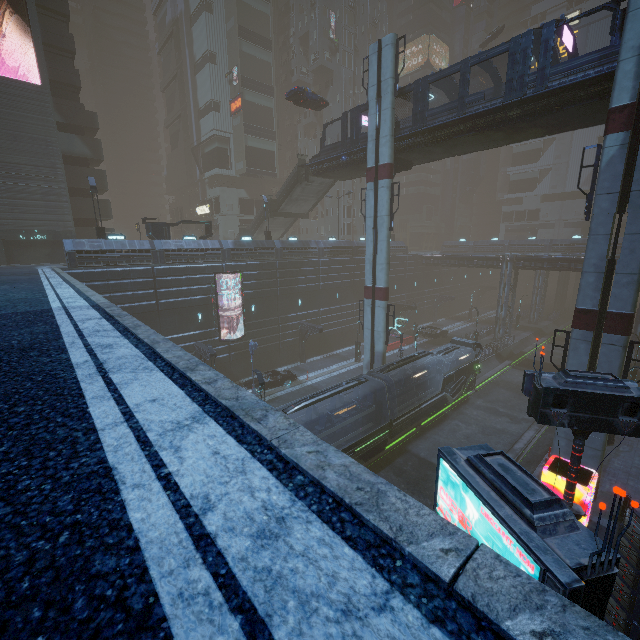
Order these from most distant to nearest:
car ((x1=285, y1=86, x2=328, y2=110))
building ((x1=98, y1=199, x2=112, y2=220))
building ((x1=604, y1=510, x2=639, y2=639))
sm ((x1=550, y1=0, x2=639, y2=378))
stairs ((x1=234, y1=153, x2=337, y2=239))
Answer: building ((x1=98, y1=199, x2=112, y2=220))
stairs ((x1=234, y1=153, x2=337, y2=239))
car ((x1=285, y1=86, x2=328, y2=110))
sm ((x1=550, y1=0, x2=639, y2=378))
building ((x1=604, y1=510, x2=639, y2=639))

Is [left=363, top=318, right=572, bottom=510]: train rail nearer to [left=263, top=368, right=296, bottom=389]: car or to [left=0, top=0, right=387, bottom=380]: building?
[left=0, top=0, right=387, bottom=380]: building

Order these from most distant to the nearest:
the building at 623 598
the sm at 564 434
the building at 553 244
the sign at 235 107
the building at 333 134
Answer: the building at 333 134 < the building at 553 244 < the sign at 235 107 < the sm at 564 434 < the building at 623 598

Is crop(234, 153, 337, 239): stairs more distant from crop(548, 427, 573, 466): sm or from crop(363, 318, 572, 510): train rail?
crop(363, 318, 572, 510): train rail

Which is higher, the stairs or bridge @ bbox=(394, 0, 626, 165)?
bridge @ bbox=(394, 0, 626, 165)

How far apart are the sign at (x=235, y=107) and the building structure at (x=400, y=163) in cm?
3039

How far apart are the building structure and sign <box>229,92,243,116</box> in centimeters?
3039cm

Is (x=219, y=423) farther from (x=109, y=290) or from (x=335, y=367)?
(x=335, y=367)
